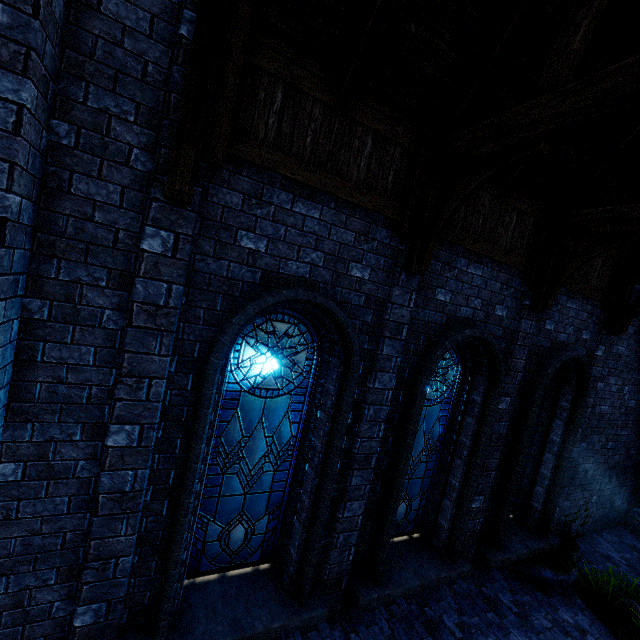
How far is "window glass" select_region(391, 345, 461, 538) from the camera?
5.7m

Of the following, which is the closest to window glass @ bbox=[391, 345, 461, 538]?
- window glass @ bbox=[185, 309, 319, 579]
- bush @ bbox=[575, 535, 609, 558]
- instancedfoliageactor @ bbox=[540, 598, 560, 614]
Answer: window glass @ bbox=[185, 309, 319, 579]

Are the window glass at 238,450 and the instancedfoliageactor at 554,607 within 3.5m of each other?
no

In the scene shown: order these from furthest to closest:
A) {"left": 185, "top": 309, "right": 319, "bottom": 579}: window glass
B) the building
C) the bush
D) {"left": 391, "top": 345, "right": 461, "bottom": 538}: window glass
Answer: the bush
{"left": 391, "top": 345, "right": 461, "bottom": 538}: window glass
{"left": 185, "top": 309, "right": 319, "bottom": 579}: window glass
the building

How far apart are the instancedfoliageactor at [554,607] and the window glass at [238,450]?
5.2m

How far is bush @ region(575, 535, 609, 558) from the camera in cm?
790

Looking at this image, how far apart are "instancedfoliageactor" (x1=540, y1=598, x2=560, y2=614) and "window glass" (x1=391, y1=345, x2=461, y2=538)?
2.50m

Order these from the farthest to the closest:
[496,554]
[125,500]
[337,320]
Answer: [496,554]
[337,320]
[125,500]
